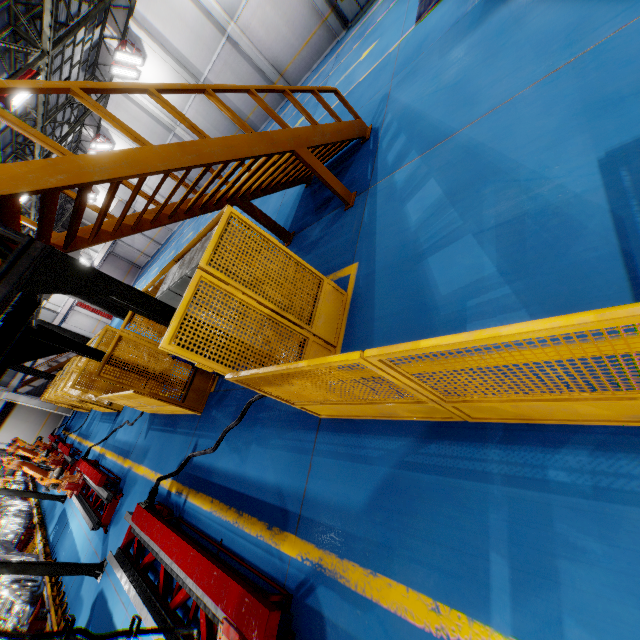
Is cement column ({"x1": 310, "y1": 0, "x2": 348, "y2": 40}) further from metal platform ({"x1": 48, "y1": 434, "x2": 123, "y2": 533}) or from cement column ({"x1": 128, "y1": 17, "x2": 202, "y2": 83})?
metal platform ({"x1": 48, "y1": 434, "x2": 123, "y2": 533})

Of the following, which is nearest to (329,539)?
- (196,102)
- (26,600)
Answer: (26,600)

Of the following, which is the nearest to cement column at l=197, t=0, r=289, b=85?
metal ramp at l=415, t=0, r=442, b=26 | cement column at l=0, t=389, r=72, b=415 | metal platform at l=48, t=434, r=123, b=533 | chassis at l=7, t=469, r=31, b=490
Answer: metal ramp at l=415, t=0, r=442, b=26

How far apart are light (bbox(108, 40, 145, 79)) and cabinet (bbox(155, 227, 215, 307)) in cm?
1972

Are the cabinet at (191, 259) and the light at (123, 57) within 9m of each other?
no

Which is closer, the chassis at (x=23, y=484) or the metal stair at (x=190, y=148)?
the metal stair at (x=190, y=148)

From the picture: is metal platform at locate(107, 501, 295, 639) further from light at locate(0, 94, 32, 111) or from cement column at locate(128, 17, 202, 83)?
cement column at locate(128, 17, 202, 83)

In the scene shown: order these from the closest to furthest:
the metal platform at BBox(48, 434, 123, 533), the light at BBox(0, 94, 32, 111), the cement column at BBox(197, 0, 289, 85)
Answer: the metal platform at BBox(48, 434, 123, 533), the light at BBox(0, 94, 32, 111), the cement column at BBox(197, 0, 289, 85)
